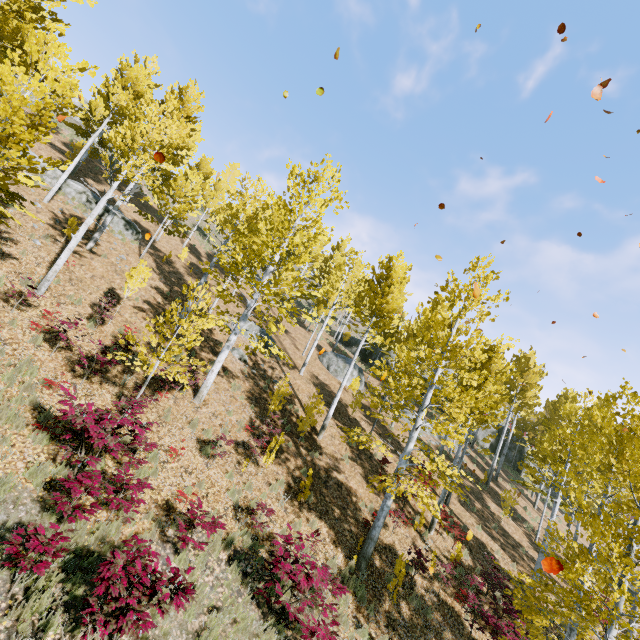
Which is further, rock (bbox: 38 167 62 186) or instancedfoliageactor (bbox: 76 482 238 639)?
rock (bbox: 38 167 62 186)

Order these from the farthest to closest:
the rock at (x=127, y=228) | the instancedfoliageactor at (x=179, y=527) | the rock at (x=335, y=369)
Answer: the rock at (x=335, y=369) < the rock at (x=127, y=228) < the instancedfoliageactor at (x=179, y=527)

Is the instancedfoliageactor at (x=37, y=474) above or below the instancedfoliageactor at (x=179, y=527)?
above

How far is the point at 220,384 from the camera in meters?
14.7 m

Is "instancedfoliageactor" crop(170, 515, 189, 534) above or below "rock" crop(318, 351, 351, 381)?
below

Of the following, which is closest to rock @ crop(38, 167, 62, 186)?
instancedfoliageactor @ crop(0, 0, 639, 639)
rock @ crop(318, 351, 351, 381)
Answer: instancedfoliageactor @ crop(0, 0, 639, 639)

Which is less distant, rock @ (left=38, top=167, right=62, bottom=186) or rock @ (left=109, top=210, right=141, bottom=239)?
rock @ (left=38, top=167, right=62, bottom=186)
